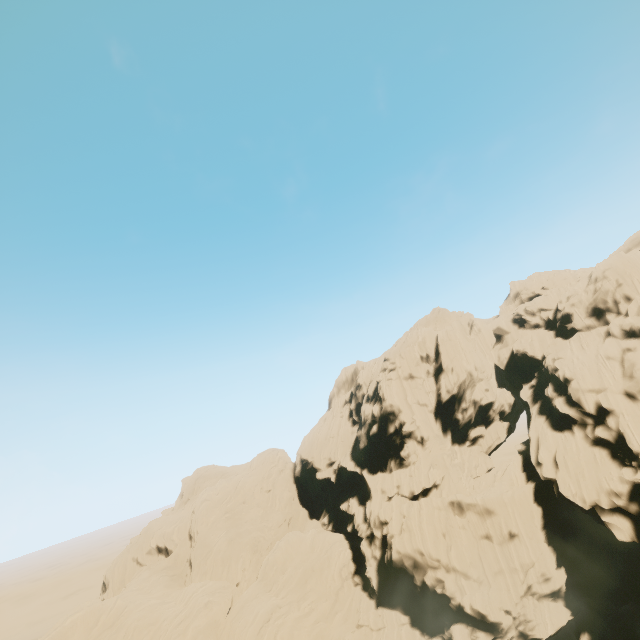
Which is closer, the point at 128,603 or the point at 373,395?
the point at 128,603
